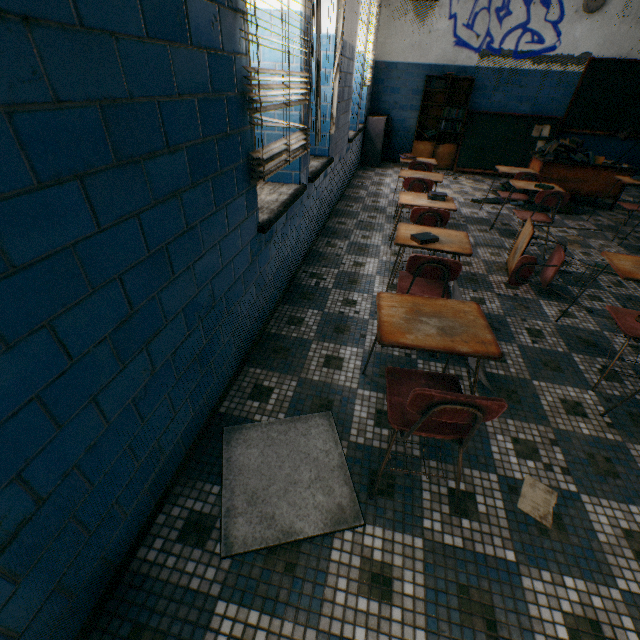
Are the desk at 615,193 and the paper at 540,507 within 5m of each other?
no

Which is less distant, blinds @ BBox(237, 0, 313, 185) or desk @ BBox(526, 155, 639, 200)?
blinds @ BBox(237, 0, 313, 185)

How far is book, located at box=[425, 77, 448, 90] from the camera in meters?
6.9

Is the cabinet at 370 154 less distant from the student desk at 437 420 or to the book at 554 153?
the book at 554 153

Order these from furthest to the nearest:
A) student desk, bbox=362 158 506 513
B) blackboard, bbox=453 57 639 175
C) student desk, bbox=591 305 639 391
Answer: blackboard, bbox=453 57 639 175
student desk, bbox=591 305 639 391
student desk, bbox=362 158 506 513

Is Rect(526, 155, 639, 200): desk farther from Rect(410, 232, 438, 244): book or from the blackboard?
Rect(410, 232, 438, 244): book

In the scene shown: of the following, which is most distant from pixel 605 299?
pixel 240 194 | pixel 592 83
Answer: pixel 592 83

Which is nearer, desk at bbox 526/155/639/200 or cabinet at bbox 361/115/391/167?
desk at bbox 526/155/639/200
